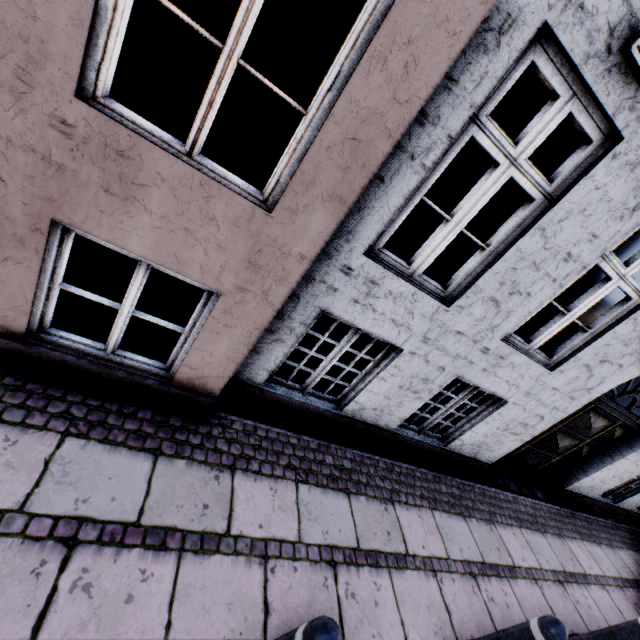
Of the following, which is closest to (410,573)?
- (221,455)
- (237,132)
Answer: (221,455)
